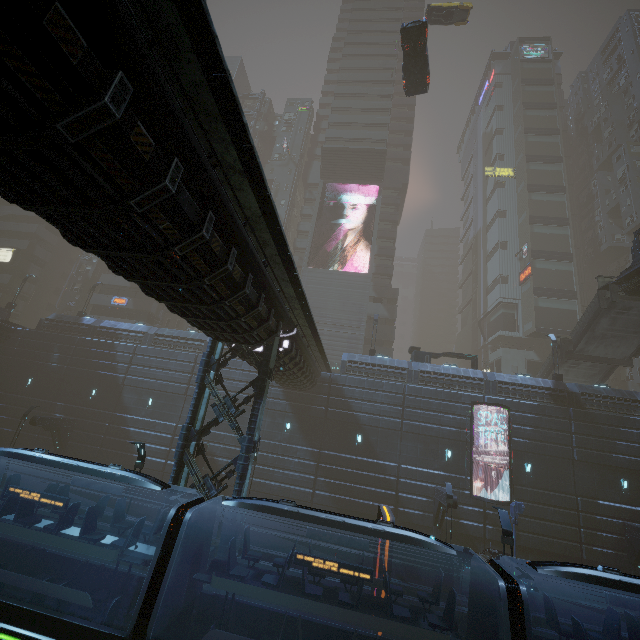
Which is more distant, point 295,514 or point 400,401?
point 400,401

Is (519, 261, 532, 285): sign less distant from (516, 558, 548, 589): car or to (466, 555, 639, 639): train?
(516, 558, 548, 589): car

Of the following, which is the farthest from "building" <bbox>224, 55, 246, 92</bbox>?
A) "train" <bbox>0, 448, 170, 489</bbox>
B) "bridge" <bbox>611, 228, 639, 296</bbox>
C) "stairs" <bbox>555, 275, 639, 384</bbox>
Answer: "bridge" <bbox>611, 228, 639, 296</bbox>

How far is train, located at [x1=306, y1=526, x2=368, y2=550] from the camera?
9.6m

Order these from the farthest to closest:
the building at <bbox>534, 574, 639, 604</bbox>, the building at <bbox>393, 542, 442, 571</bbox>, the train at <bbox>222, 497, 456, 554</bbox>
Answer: the building at <bbox>393, 542, 442, 571</bbox>
the building at <bbox>534, 574, 639, 604</bbox>
the train at <bbox>222, 497, 456, 554</bbox>

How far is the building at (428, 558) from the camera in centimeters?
2116cm

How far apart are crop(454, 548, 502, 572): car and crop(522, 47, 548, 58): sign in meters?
79.0

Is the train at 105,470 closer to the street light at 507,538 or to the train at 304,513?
the train at 304,513
